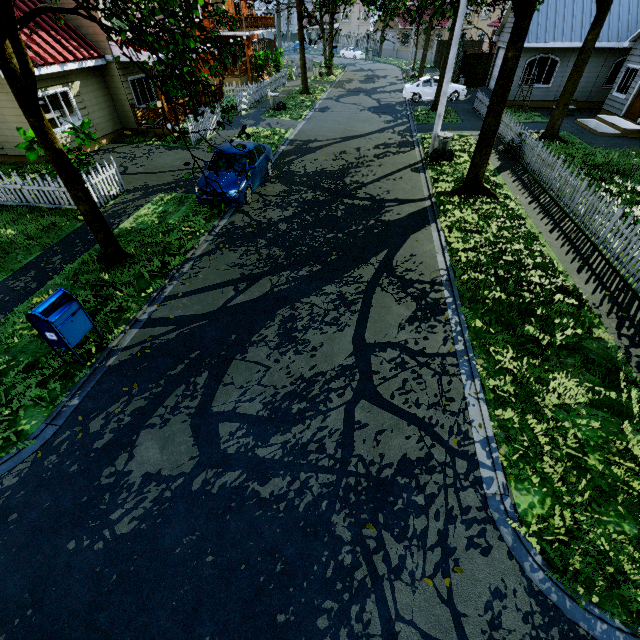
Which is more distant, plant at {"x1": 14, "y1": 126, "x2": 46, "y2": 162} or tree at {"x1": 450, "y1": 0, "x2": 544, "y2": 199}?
plant at {"x1": 14, "y1": 126, "x2": 46, "y2": 162}

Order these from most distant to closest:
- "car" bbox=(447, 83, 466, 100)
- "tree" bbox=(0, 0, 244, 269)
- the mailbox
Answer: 1. "car" bbox=(447, 83, 466, 100)
2. the mailbox
3. "tree" bbox=(0, 0, 244, 269)

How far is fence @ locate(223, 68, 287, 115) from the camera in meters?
21.5

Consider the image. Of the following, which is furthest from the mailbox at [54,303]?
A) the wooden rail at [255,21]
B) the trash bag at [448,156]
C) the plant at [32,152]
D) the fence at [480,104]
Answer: the fence at [480,104]

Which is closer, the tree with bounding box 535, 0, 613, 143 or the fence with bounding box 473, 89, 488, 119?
the tree with bounding box 535, 0, 613, 143

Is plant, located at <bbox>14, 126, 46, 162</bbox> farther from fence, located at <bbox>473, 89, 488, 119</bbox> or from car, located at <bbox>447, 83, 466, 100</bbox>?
car, located at <bbox>447, 83, 466, 100</bbox>

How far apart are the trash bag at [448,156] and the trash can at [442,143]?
0.0m

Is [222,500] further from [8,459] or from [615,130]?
[615,130]
